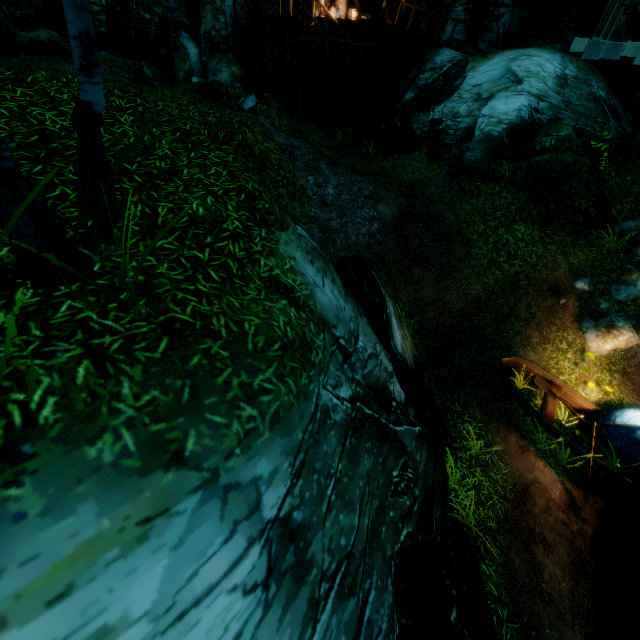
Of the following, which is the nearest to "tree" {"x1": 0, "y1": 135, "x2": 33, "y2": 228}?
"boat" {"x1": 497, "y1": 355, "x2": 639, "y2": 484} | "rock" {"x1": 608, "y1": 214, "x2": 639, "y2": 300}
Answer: "boat" {"x1": 497, "y1": 355, "x2": 639, "y2": 484}

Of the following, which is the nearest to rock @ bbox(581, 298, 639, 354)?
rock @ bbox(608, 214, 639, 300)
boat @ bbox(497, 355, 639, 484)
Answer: rock @ bbox(608, 214, 639, 300)

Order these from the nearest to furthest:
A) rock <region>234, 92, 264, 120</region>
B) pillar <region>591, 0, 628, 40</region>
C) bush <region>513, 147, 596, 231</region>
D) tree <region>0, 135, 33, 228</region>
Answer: tree <region>0, 135, 33, 228</region>
bush <region>513, 147, 596, 231</region>
rock <region>234, 92, 264, 120</region>
pillar <region>591, 0, 628, 40</region>

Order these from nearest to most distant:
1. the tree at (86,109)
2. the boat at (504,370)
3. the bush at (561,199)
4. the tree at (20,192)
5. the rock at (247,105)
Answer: the tree at (20,192), the tree at (86,109), the boat at (504,370), the bush at (561,199), the rock at (247,105)

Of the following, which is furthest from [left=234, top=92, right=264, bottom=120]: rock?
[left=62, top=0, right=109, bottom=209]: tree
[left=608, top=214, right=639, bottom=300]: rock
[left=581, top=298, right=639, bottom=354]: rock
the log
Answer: [left=608, top=214, right=639, bottom=300]: rock

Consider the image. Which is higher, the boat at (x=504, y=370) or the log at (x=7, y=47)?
the log at (x=7, y=47)

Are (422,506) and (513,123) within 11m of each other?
no

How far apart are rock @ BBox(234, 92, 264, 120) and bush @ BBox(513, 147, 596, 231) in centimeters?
776cm
